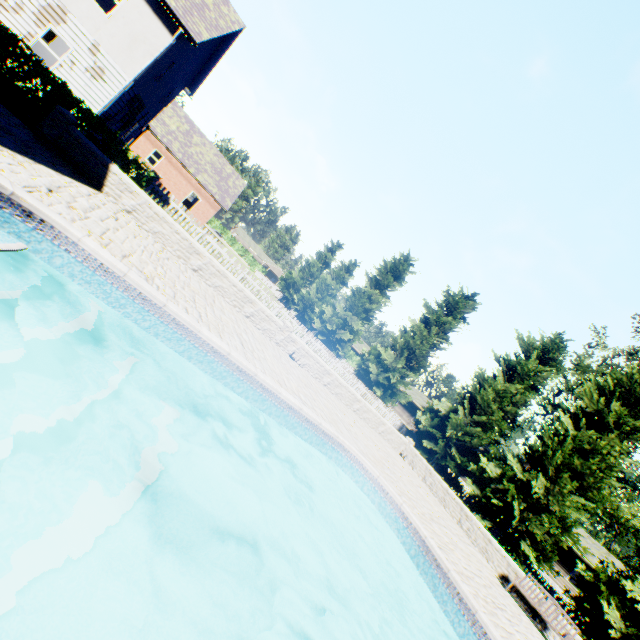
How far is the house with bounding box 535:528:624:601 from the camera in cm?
2744

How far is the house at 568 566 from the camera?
27.44m

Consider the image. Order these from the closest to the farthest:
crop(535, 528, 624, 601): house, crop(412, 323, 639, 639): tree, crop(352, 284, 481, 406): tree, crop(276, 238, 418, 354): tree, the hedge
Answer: the hedge → crop(412, 323, 639, 639): tree → crop(352, 284, 481, 406): tree → crop(535, 528, 624, 601): house → crop(276, 238, 418, 354): tree

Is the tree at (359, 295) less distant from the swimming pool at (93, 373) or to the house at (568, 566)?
the house at (568, 566)

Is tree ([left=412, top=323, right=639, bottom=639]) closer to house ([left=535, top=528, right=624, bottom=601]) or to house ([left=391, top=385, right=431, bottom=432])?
house ([left=535, top=528, right=624, bottom=601])

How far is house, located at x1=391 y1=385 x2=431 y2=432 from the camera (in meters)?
48.81

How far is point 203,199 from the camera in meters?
35.5 m

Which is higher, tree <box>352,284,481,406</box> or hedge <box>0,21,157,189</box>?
tree <box>352,284,481,406</box>
